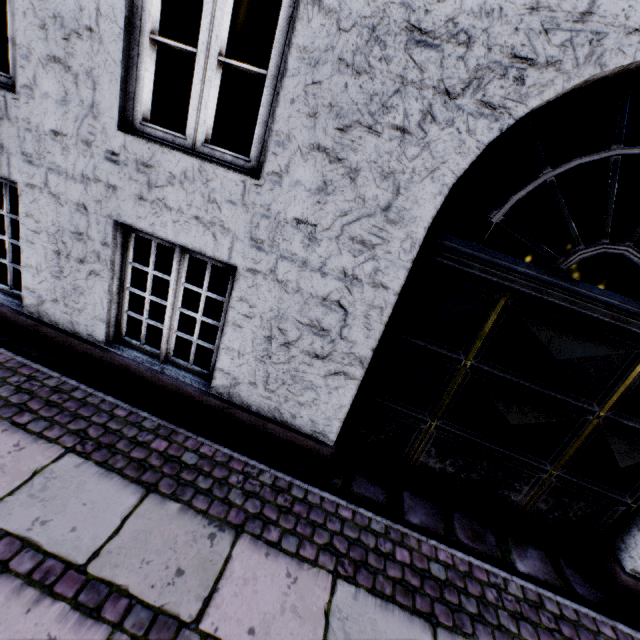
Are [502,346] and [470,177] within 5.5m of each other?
no
